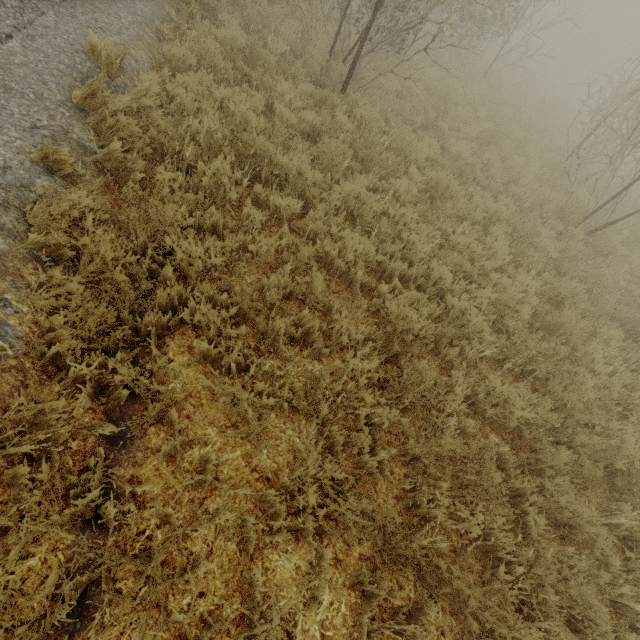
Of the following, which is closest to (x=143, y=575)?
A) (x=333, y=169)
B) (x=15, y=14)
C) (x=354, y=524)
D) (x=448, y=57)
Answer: (x=354, y=524)
